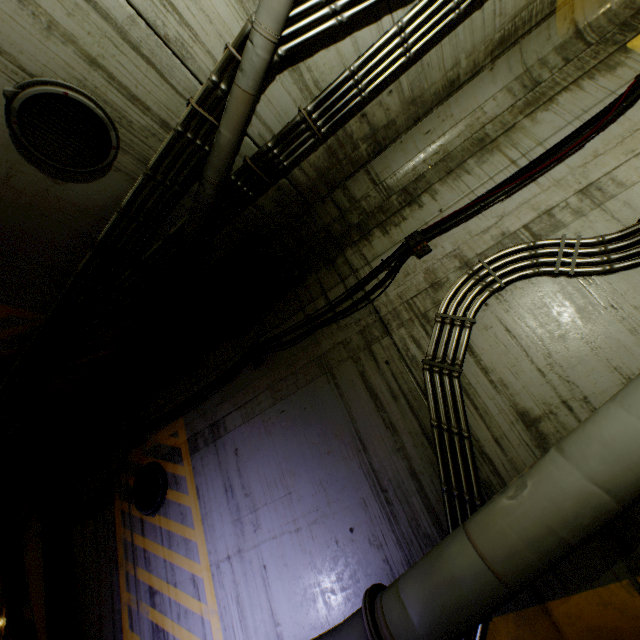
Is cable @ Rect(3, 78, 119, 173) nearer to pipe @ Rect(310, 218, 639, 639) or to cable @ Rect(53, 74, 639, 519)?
pipe @ Rect(310, 218, 639, 639)

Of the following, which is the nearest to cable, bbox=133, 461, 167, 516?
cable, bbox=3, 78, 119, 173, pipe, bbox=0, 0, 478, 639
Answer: pipe, bbox=0, 0, 478, 639

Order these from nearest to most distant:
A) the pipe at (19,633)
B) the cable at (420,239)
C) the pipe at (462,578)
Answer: the pipe at (462,578), the cable at (420,239), the pipe at (19,633)

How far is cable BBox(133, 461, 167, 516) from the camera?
5.38m

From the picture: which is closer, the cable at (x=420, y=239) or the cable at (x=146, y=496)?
the cable at (x=420, y=239)

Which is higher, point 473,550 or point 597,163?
point 597,163
